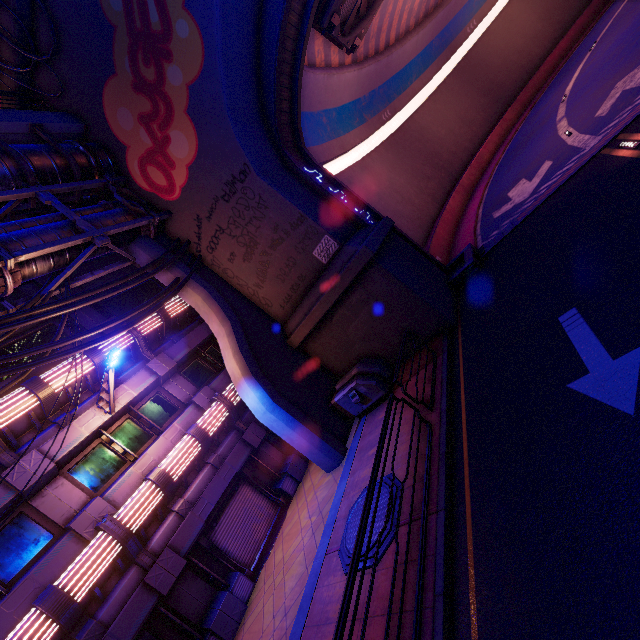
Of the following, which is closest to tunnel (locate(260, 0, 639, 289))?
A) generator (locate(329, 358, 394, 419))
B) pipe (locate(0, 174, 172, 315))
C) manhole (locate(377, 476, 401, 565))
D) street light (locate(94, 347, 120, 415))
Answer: generator (locate(329, 358, 394, 419))

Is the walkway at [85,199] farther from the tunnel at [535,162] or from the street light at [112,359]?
the tunnel at [535,162]

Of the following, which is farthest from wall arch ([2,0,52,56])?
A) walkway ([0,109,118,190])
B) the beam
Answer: the beam

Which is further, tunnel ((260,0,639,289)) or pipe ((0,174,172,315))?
tunnel ((260,0,639,289))

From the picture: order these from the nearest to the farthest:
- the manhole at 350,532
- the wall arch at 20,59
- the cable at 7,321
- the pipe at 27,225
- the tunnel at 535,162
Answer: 1. the manhole at 350,532
2. the cable at 7,321
3. the pipe at 27,225
4. the wall arch at 20,59
5. the tunnel at 535,162

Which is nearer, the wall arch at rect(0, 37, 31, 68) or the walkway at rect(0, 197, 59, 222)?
the walkway at rect(0, 197, 59, 222)

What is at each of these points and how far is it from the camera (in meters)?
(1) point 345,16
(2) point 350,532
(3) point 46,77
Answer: (1) vent, 15.32
(2) manhole, 7.31
(3) wall arch, 11.88

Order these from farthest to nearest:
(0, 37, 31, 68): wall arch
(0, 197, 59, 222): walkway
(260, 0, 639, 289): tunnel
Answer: (260, 0, 639, 289): tunnel < (0, 37, 31, 68): wall arch < (0, 197, 59, 222): walkway
